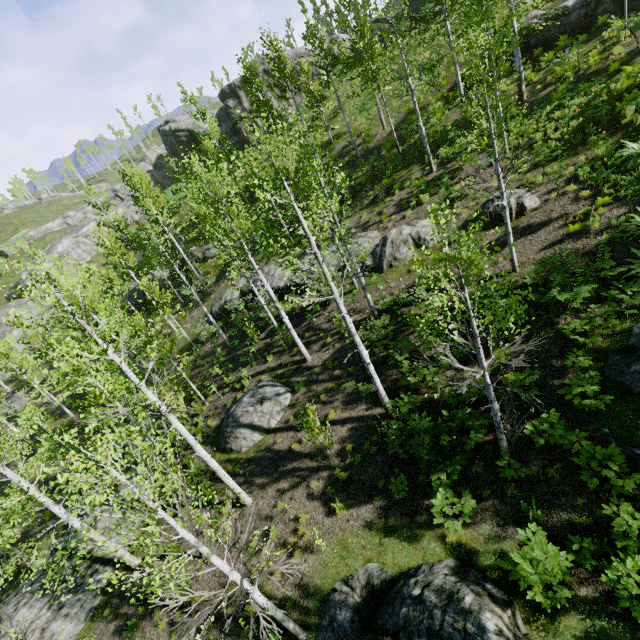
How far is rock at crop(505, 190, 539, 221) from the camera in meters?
13.4

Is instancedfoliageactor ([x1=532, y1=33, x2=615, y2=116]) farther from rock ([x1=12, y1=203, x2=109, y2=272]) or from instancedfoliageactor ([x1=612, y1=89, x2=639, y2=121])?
rock ([x1=12, y1=203, x2=109, y2=272])

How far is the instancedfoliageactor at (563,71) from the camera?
14.2m

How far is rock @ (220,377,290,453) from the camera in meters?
14.0

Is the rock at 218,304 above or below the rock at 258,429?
above

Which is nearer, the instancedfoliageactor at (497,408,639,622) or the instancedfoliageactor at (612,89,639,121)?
the instancedfoliageactor at (497,408,639,622)

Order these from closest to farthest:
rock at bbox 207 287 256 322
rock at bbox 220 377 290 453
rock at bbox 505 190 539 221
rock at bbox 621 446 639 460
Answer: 1. rock at bbox 621 446 639 460
2. rock at bbox 505 190 539 221
3. rock at bbox 220 377 290 453
4. rock at bbox 207 287 256 322

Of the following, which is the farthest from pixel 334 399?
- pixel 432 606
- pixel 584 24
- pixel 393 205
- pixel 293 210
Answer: pixel 584 24
